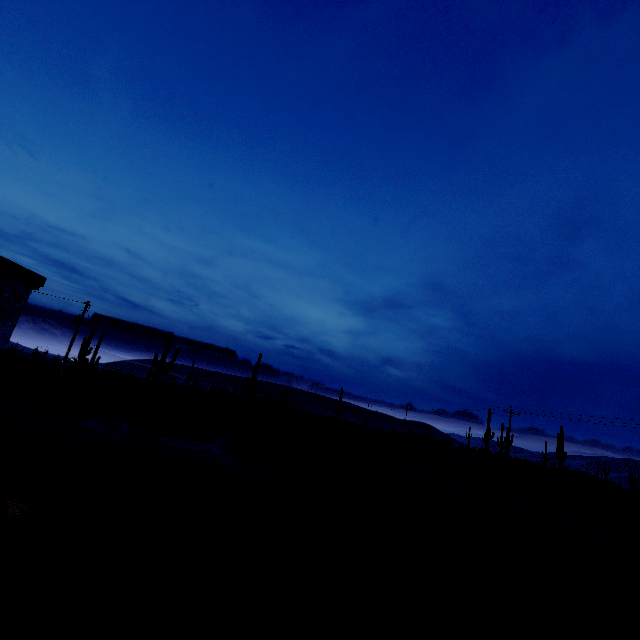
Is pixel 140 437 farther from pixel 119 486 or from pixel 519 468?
pixel 519 468
